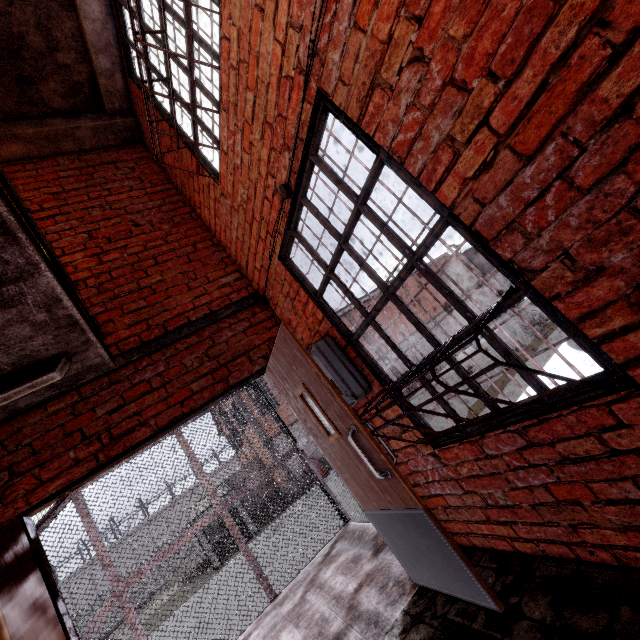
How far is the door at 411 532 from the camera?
2.0m

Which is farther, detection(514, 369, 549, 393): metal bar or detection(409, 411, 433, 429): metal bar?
detection(409, 411, 433, 429): metal bar

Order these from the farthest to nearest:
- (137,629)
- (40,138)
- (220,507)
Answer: (220,507) → (137,629) → (40,138)

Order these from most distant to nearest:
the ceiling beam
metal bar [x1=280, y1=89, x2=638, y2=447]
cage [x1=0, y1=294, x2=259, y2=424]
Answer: the ceiling beam
cage [x1=0, y1=294, x2=259, y2=424]
metal bar [x1=280, y1=89, x2=638, y2=447]

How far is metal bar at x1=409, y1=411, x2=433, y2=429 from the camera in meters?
2.3

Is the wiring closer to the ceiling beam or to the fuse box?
the fuse box

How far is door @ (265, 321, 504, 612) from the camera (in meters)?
1.98

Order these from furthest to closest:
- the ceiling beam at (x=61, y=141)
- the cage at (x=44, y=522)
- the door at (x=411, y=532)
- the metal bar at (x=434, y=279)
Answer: the cage at (x=44, y=522) < the ceiling beam at (x=61, y=141) < the door at (x=411, y=532) < the metal bar at (x=434, y=279)
